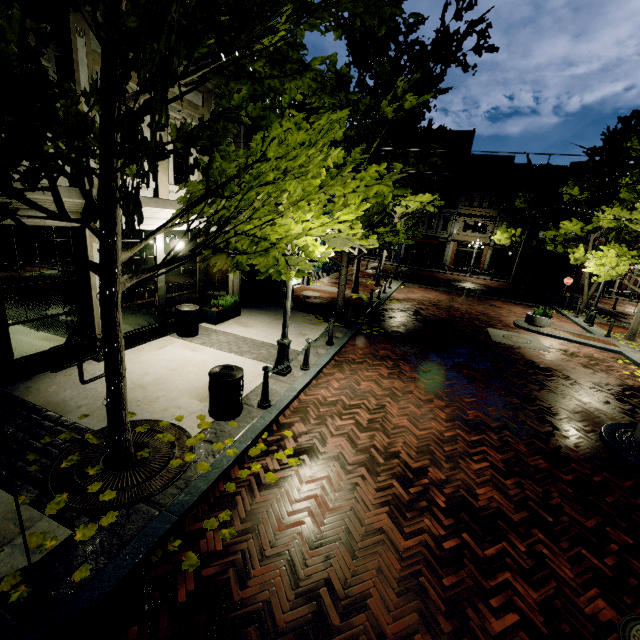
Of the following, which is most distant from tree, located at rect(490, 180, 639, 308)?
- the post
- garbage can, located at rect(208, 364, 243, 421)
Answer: the post

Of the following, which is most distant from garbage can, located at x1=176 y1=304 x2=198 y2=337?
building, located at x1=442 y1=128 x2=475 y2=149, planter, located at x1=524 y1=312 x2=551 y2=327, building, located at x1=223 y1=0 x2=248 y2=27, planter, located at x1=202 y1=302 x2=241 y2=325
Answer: building, located at x1=442 y1=128 x2=475 y2=149

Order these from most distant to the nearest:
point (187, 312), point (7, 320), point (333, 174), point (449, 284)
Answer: point (449, 284)
point (187, 312)
point (7, 320)
point (333, 174)

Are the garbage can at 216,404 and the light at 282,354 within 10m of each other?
yes

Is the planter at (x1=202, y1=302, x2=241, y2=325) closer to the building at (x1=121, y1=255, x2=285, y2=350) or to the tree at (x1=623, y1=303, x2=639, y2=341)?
the building at (x1=121, y1=255, x2=285, y2=350)

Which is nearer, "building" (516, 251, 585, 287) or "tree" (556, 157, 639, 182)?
"tree" (556, 157, 639, 182)

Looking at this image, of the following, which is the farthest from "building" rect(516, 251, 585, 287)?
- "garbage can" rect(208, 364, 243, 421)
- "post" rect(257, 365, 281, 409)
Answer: "garbage can" rect(208, 364, 243, 421)

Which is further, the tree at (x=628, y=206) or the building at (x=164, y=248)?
the tree at (x=628, y=206)
